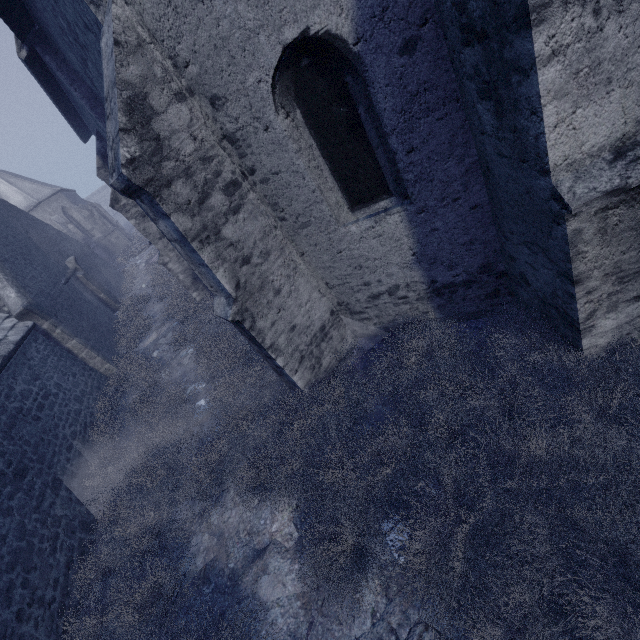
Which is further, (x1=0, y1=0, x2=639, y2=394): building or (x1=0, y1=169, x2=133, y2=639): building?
(x1=0, y1=169, x2=133, y2=639): building

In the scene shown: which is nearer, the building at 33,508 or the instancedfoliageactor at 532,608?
the instancedfoliageactor at 532,608

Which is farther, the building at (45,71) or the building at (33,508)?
the building at (33,508)

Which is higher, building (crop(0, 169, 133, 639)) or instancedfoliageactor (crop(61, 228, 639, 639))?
building (crop(0, 169, 133, 639))

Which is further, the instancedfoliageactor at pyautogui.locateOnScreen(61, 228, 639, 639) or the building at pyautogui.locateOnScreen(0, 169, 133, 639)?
the building at pyautogui.locateOnScreen(0, 169, 133, 639)

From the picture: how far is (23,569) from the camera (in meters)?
4.55
